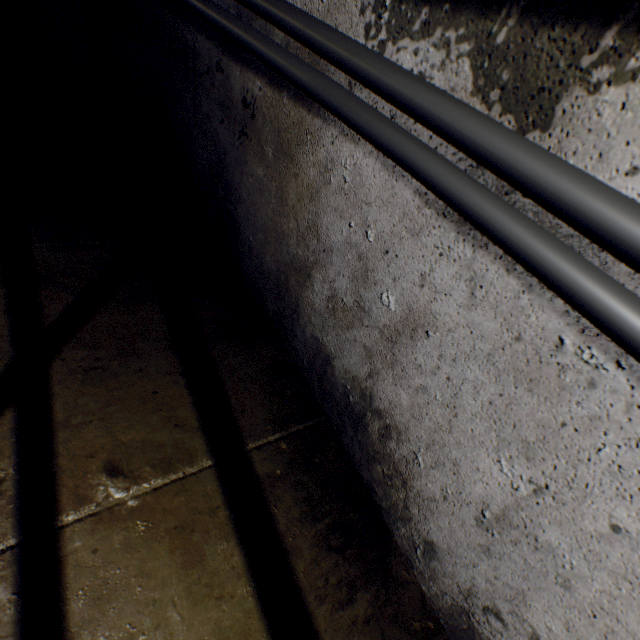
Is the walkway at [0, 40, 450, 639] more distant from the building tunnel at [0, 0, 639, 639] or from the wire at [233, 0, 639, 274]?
the wire at [233, 0, 639, 274]

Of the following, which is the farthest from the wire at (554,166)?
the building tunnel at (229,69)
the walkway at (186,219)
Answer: the walkway at (186,219)

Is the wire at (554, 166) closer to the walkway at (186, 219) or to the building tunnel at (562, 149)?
the building tunnel at (562, 149)

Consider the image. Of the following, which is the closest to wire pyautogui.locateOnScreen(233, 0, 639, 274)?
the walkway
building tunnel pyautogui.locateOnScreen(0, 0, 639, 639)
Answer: building tunnel pyautogui.locateOnScreen(0, 0, 639, 639)

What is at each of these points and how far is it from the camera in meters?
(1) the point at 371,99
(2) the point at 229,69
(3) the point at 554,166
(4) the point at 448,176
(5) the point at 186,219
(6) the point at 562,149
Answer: (1) building tunnel, 0.9 m
(2) building tunnel, 1.4 m
(3) wire, 0.5 m
(4) wire, 0.6 m
(5) walkway, 2.0 m
(6) building tunnel, 0.6 m

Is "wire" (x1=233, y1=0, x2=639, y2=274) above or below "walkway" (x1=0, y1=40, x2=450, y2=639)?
above
